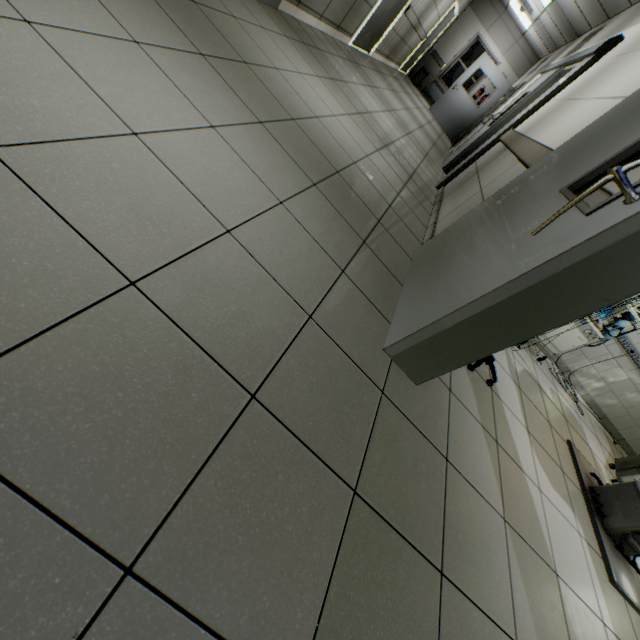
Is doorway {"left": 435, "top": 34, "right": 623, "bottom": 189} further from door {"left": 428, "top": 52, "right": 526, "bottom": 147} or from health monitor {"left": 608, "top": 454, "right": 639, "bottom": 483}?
health monitor {"left": 608, "top": 454, "right": 639, "bottom": 483}

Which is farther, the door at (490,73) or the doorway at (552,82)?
the door at (490,73)

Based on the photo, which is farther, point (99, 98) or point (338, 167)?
point (338, 167)

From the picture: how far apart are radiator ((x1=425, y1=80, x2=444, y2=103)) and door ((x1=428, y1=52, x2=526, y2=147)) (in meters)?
2.35

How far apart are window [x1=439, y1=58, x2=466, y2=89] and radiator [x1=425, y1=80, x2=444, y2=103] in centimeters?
15cm

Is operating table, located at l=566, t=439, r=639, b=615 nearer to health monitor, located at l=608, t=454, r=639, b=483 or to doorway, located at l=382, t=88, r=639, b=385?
health monitor, located at l=608, t=454, r=639, b=483

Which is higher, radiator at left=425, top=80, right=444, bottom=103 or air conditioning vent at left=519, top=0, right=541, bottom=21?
air conditioning vent at left=519, top=0, right=541, bottom=21

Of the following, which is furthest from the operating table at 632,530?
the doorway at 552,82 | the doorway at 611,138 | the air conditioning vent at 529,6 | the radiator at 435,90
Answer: the radiator at 435,90
